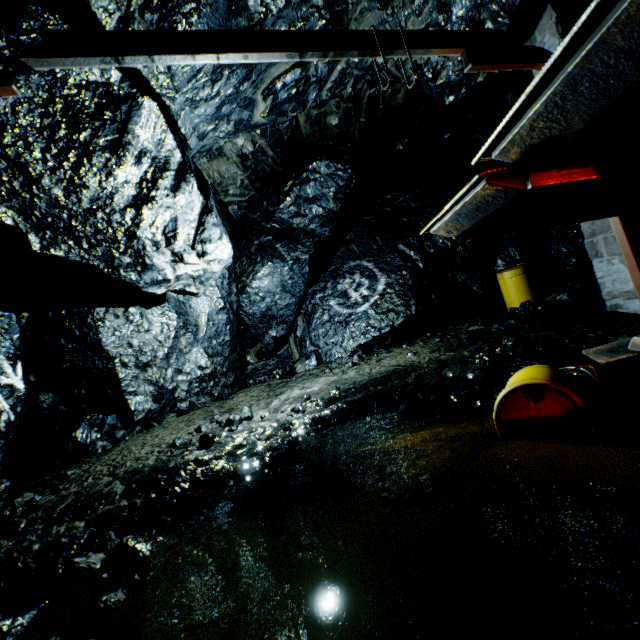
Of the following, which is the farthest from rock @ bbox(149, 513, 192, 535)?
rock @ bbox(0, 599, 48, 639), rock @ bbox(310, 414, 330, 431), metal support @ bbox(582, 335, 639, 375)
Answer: metal support @ bbox(582, 335, 639, 375)

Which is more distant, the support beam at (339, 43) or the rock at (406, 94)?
the rock at (406, 94)

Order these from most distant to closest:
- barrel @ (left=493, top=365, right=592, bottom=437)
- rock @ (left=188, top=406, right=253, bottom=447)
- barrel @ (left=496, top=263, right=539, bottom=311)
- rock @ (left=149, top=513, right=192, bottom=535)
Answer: barrel @ (left=496, top=263, right=539, bottom=311), rock @ (left=188, top=406, right=253, bottom=447), rock @ (left=149, top=513, right=192, bottom=535), barrel @ (left=493, top=365, right=592, bottom=437)

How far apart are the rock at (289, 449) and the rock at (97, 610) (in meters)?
1.37

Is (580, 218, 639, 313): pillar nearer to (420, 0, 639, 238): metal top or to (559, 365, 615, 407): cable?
(420, 0, 639, 238): metal top

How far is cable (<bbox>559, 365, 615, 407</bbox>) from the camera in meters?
3.4 m

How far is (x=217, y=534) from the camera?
3.18m

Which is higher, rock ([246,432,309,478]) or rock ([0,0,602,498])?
rock ([0,0,602,498])
